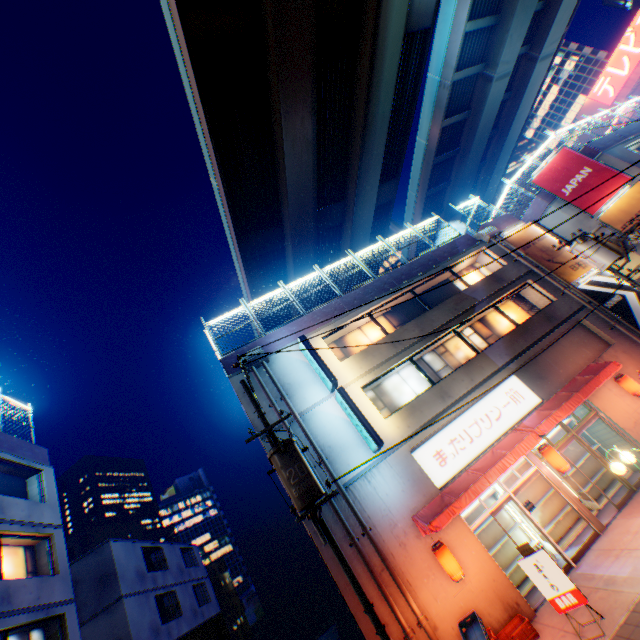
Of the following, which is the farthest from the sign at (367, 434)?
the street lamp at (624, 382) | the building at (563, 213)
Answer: the building at (563, 213)

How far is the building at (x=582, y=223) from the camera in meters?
19.4 m

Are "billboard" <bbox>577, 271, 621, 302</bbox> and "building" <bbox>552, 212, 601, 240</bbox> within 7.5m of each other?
yes

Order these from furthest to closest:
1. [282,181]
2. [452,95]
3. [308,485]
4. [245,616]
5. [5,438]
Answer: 1. [245,616]
2. [452,95]
3. [282,181]
4. [5,438]
5. [308,485]

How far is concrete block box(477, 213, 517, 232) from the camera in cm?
1950

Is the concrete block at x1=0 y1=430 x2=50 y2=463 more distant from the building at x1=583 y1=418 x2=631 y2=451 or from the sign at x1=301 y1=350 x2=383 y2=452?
the sign at x1=301 y1=350 x2=383 y2=452

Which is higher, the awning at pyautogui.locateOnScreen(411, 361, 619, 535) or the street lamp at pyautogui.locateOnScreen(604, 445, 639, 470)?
the awning at pyautogui.locateOnScreen(411, 361, 619, 535)

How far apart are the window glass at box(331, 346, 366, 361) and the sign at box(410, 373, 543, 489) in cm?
436
